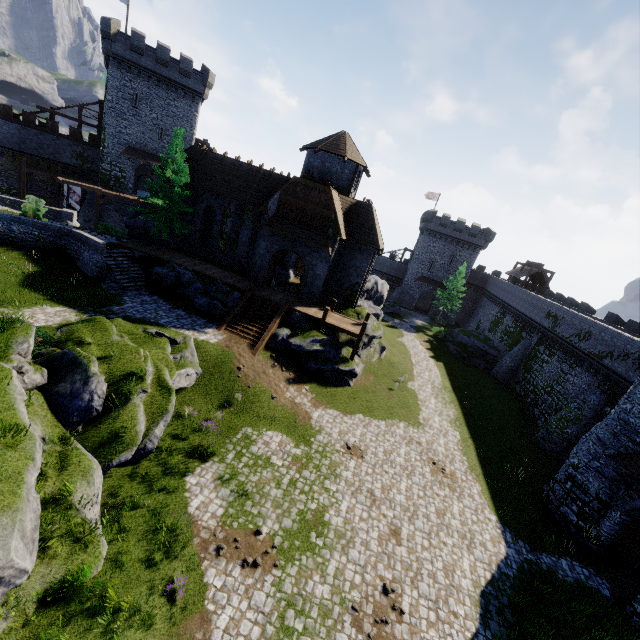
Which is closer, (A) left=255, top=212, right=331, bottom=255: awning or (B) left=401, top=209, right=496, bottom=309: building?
(A) left=255, top=212, right=331, bottom=255: awning

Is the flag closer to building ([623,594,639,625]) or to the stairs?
the stairs

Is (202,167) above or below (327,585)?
above

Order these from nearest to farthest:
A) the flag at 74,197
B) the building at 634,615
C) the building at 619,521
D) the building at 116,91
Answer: the building at 634,615, the building at 619,521, the building at 116,91, the flag at 74,197

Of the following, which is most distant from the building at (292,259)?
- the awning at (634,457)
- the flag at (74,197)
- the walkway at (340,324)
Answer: the awning at (634,457)

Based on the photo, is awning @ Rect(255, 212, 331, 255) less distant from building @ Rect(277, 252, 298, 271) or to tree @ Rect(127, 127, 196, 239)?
building @ Rect(277, 252, 298, 271)

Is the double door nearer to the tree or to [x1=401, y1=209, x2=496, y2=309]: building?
the tree

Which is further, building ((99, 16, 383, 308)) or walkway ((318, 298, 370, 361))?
building ((99, 16, 383, 308))
